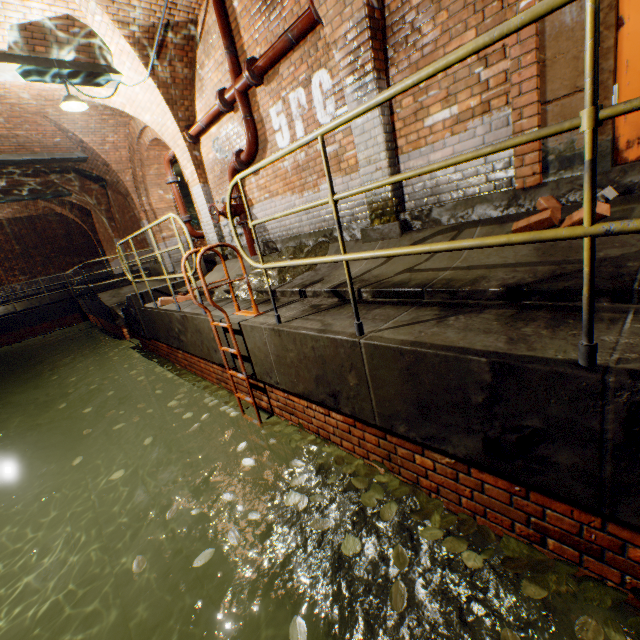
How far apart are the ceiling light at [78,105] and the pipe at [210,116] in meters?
1.8 m

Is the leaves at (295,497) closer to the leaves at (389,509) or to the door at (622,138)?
the leaves at (389,509)

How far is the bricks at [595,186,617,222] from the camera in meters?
2.4 m

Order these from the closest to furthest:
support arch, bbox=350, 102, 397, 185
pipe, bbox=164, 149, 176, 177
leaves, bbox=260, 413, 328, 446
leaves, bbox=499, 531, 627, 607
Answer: leaves, bbox=499, 531, 627, 607, leaves, bbox=260, 413, 328, 446, support arch, bbox=350, 102, 397, 185, pipe, bbox=164, 149, 176, 177

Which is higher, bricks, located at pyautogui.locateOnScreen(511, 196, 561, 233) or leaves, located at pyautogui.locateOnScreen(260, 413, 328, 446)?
bricks, located at pyautogui.locateOnScreen(511, 196, 561, 233)

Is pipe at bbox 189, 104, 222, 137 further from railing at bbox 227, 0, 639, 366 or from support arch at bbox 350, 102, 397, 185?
railing at bbox 227, 0, 639, 366

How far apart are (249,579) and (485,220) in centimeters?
660cm

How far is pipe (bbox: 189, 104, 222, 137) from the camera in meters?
6.0 m
